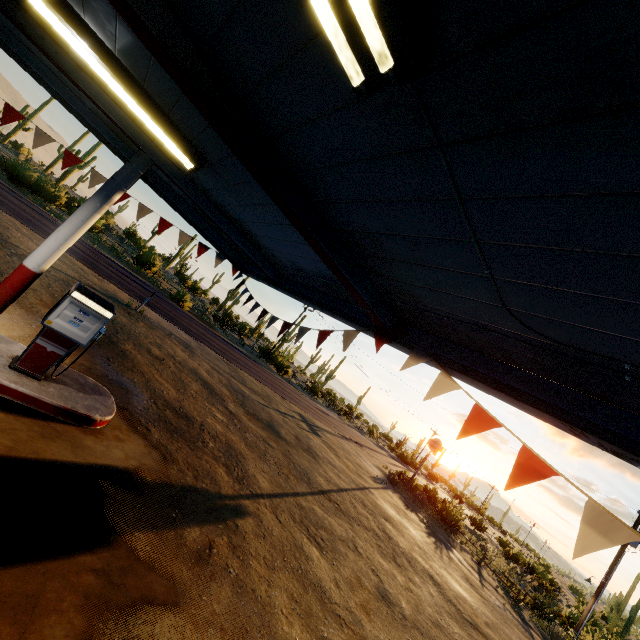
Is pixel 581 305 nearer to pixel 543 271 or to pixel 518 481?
pixel 543 271

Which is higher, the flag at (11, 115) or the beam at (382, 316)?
the beam at (382, 316)

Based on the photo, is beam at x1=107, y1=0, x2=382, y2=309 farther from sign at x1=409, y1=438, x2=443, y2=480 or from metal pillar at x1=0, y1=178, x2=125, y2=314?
sign at x1=409, y1=438, x2=443, y2=480

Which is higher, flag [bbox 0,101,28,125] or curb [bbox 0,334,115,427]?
flag [bbox 0,101,28,125]

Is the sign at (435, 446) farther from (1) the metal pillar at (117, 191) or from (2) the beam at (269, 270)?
(1) the metal pillar at (117, 191)

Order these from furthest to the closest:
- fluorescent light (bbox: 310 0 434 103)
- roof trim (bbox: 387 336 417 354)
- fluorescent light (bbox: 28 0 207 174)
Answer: roof trim (bbox: 387 336 417 354)
fluorescent light (bbox: 28 0 207 174)
fluorescent light (bbox: 310 0 434 103)

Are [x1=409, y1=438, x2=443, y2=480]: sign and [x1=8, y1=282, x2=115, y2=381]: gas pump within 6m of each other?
no

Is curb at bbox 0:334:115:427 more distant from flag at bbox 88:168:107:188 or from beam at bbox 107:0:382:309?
beam at bbox 107:0:382:309
